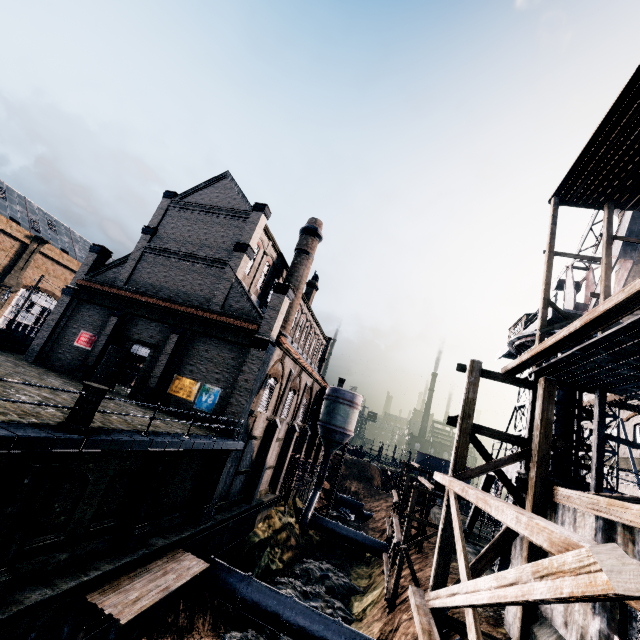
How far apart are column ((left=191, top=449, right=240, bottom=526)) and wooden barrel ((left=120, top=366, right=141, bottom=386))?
19.4m

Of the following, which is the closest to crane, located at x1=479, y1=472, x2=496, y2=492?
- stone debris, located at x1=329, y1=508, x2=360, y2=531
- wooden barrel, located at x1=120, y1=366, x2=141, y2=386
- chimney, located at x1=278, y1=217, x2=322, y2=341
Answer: stone debris, located at x1=329, y1=508, x2=360, y2=531

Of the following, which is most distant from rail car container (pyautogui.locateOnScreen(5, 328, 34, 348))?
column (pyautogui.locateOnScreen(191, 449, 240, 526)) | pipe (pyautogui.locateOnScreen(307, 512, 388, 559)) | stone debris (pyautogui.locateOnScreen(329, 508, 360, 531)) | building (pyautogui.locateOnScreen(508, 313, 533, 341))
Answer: building (pyautogui.locateOnScreen(508, 313, 533, 341))

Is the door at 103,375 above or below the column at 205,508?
above

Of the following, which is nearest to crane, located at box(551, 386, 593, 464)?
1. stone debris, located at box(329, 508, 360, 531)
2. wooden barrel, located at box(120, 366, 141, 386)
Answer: stone debris, located at box(329, 508, 360, 531)

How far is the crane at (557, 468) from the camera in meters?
20.7

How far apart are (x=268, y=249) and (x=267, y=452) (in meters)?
18.38

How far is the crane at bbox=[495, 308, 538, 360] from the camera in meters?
26.2 m
